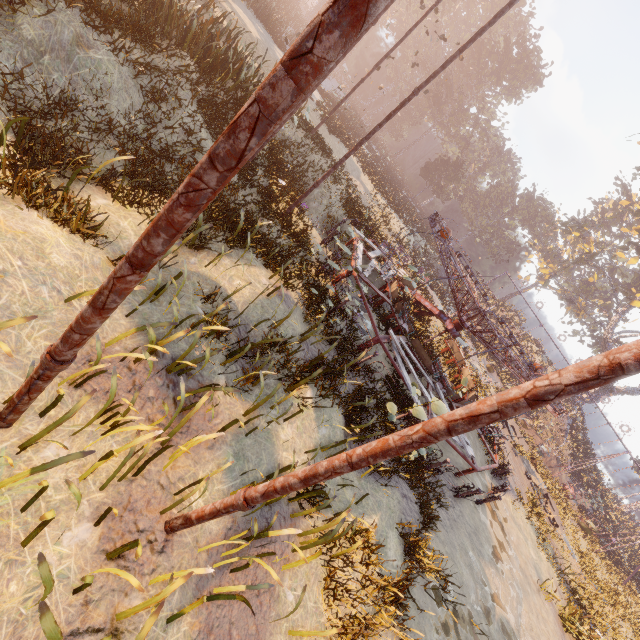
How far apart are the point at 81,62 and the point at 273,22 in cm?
2808

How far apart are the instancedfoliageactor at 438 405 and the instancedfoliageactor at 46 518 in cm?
658

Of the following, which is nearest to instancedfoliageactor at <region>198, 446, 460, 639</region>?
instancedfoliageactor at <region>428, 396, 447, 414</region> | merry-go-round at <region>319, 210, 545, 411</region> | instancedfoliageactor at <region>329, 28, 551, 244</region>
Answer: instancedfoliageactor at <region>428, 396, 447, 414</region>

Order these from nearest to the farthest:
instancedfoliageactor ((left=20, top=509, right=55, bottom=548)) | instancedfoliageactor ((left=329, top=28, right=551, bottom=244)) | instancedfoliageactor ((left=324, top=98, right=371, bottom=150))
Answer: instancedfoliageactor ((left=20, top=509, right=55, bottom=548))
instancedfoliageactor ((left=329, top=28, right=551, bottom=244))
instancedfoliageactor ((left=324, top=98, right=371, bottom=150))

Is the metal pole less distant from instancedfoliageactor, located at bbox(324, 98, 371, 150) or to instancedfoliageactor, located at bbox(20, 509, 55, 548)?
instancedfoliageactor, located at bbox(20, 509, 55, 548)

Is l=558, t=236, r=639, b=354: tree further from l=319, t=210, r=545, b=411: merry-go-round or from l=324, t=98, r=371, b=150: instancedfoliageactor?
l=319, t=210, r=545, b=411: merry-go-round

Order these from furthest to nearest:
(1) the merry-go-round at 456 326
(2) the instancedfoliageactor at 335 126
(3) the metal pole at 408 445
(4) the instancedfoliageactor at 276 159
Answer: (2) the instancedfoliageactor at 335 126
(1) the merry-go-round at 456 326
(4) the instancedfoliageactor at 276 159
(3) the metal pole at 408 445

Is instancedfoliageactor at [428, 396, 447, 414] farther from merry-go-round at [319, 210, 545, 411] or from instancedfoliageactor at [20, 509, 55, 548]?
instancedfoliageactor at [20, 509, 55, 548]
